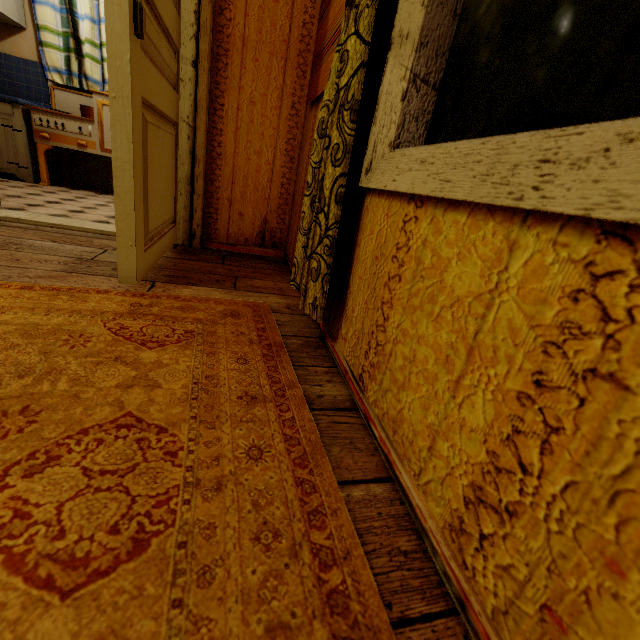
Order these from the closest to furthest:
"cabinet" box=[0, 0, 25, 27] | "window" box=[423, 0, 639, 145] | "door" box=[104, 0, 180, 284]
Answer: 1. "window" box=[423, 0, 639, 145]
2. "door" box=[104, 0, 180, 284]
3. "cabinet" box=[0, 0, 25, 27]

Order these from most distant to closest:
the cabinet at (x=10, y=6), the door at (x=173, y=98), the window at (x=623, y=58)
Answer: the cabinet at (x=10, y=6), the door at (x=173, y=98), the window at (x=623, y=58)

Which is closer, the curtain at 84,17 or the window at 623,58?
the window at 623,58

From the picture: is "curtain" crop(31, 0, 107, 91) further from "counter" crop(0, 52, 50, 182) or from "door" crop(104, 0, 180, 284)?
"door" crop(104, 0, 180, 284)

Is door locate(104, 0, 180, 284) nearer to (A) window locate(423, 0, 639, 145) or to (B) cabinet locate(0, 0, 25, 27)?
(A) window locate(423, 0, 639, 145)

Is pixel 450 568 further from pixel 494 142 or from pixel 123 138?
pixel 123 138

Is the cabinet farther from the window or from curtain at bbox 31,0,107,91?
the window

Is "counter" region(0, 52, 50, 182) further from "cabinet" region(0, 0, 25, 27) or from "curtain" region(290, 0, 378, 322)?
"curtain" region(290, 0, 378, 322)
